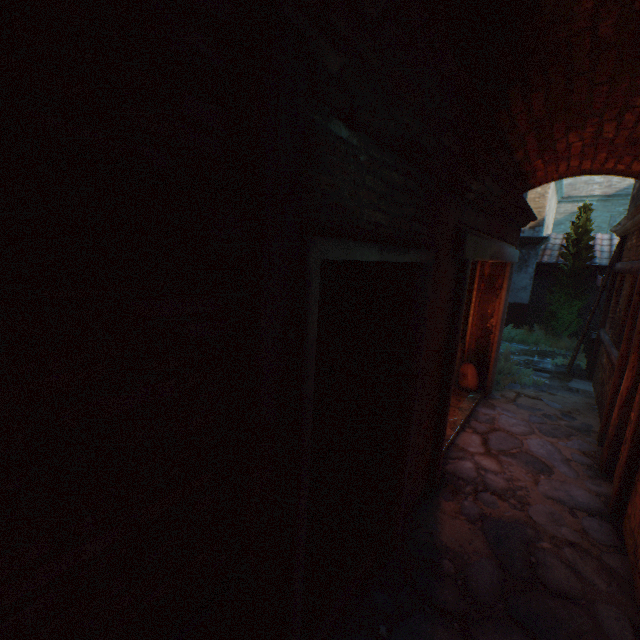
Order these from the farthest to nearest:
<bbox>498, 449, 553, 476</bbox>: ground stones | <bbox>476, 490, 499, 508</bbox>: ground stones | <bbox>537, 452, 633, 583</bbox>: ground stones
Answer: <bbox>498, 449, 553, 476</bbox>: ground stones < <bbox>476, 490, 499, 508</bbox>: ground stones < <bbox>537, 452, 633, 583</bbox>: ground stones

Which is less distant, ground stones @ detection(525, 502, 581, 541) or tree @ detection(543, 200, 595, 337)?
ground stones @ detection(525, 502, 581, 541)

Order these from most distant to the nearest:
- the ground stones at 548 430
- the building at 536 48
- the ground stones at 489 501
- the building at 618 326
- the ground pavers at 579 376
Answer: the ground pavers at 579 376 → the building at 618 326 → the ground stones at 548 430 → the ground stones at 489 501 → the building at 536 48

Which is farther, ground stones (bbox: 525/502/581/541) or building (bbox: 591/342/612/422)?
building (bbox: 591/342/612/422)

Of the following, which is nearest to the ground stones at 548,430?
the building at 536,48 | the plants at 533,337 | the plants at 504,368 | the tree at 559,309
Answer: the building at 536,48

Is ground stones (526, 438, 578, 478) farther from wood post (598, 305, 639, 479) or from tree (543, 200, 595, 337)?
tree (543, 200, 595, 337)

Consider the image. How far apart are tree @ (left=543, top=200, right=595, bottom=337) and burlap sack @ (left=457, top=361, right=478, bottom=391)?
6.9m

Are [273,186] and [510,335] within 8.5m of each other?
no
